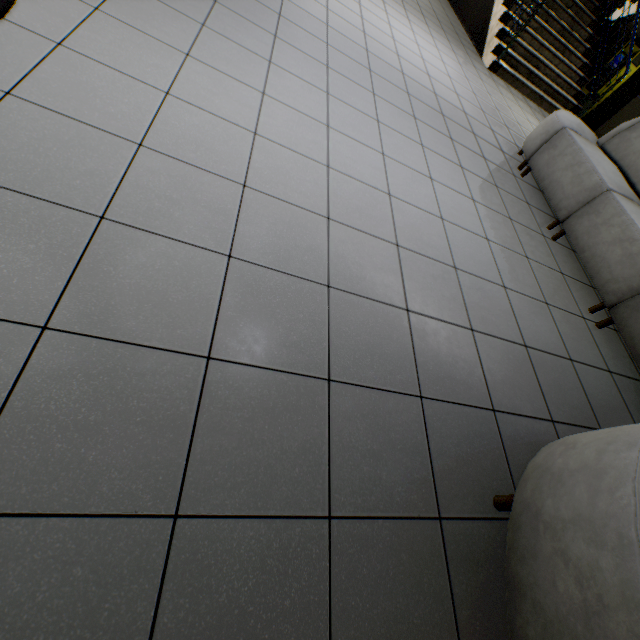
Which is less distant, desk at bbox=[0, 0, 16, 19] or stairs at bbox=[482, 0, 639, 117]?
desk at bbox=[0, 0, 16, 19]

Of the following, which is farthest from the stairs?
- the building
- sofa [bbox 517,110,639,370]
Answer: sofa [bbox 517,110,639,370]

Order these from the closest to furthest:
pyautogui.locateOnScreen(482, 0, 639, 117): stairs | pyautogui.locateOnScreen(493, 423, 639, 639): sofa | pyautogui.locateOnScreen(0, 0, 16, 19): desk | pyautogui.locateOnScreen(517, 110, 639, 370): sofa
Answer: pyautogui.locateOnScreen(493, 423, 639, 639): sofa, pyautogui.locateOnScreen(0, 0, 16, 19): desk, pyautogui.locateOnScreen(517, 110, 639, 370): sofa, pyautogui.locateOnScreen(482, 0, 639, 117): stairs

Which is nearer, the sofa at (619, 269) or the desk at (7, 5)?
the desk at (7, 5)

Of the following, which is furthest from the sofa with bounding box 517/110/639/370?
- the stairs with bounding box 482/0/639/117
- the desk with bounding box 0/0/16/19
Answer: the stairs with bounding box 482/0/639/117

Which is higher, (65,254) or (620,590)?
(620,590)

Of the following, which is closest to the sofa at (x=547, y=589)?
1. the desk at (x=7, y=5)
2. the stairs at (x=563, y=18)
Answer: the desk at (x=7, y=5)
